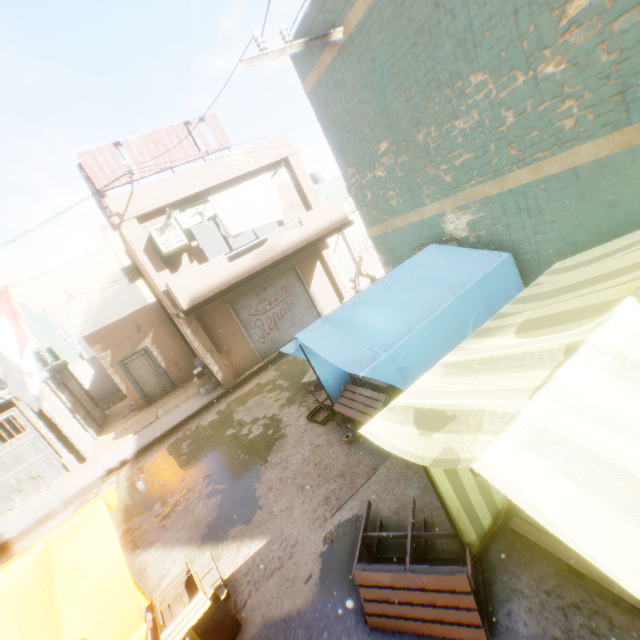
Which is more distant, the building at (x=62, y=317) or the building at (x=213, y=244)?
the building at (x=62, y=317)

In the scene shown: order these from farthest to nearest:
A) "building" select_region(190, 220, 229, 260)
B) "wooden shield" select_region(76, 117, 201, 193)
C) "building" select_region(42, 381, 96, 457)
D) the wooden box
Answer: "building" select_region(190, 220, 229, 260) → "building" select_region(42, 381, 96, 457) → "wooden shield" select_region(76, 117, 201, 193) → the wooden box

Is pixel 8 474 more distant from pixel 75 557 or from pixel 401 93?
pixel 401 93

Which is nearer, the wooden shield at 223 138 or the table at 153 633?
the table at 153 633

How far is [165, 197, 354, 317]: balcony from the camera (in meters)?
9.47

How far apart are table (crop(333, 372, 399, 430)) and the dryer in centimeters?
36cm

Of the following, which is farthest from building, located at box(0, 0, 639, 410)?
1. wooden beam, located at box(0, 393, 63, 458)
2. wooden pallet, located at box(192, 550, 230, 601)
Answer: wooden pallet, located at box(192, 550, 230, 601)

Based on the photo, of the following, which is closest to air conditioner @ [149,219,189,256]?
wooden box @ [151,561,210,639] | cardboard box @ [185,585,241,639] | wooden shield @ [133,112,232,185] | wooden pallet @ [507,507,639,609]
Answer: wooden shield @ [133,112,232,185]
